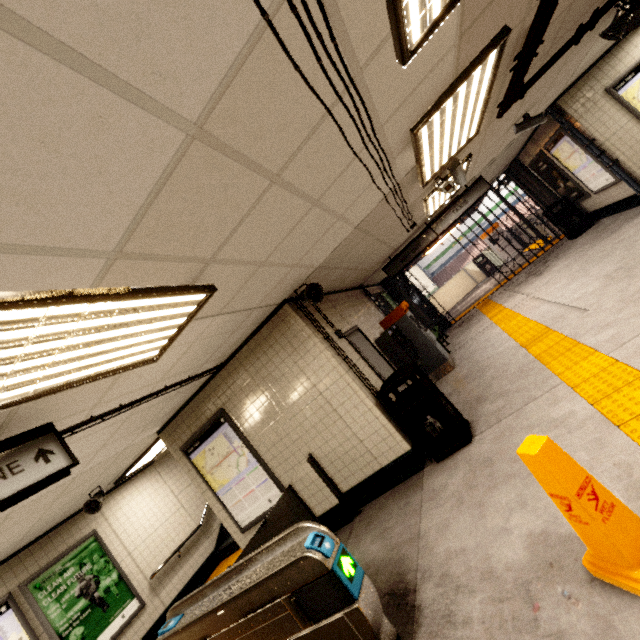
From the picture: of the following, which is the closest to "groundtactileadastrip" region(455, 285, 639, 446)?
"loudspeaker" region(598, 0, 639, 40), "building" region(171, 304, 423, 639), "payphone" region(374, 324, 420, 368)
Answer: "building" region(171, 304, 423, 639)

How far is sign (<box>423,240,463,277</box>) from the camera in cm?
→ 2470

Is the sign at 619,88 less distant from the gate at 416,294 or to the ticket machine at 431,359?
the gate at 416,294

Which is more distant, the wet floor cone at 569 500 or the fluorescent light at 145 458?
the fluorescent light at 145 458

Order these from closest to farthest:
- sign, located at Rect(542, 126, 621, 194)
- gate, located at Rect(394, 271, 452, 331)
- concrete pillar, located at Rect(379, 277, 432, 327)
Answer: sign, located at Rect(542, 126, 621, 194)
concrete pillar, located at Rect(379, 277, 432, 327)
gate, located at Rect(394, 271, 452, 331)

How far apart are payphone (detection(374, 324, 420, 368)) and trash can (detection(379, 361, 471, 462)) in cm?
147

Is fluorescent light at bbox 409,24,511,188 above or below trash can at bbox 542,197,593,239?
above

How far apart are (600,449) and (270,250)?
3.1m
